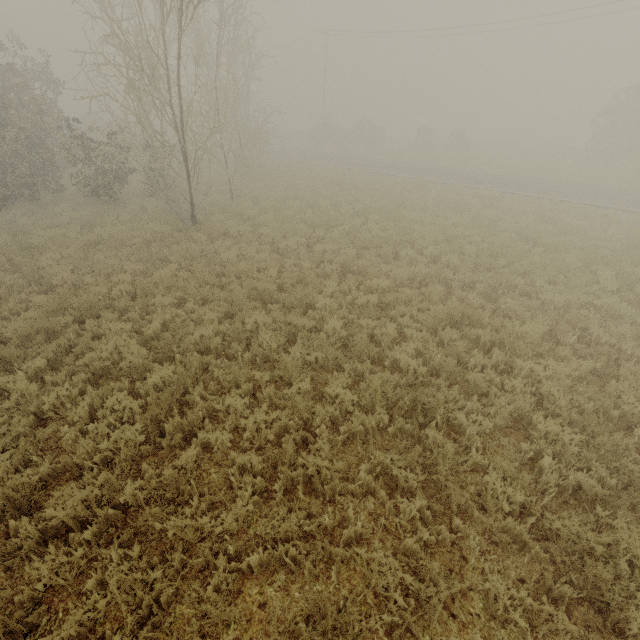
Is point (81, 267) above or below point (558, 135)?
below
